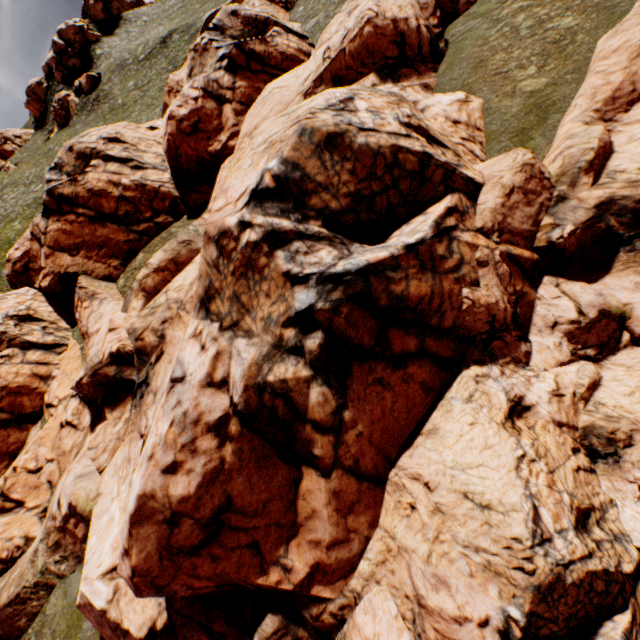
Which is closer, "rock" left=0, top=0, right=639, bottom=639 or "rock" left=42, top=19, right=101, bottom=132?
"rock" left=0, top=0, right=639, bottom=639

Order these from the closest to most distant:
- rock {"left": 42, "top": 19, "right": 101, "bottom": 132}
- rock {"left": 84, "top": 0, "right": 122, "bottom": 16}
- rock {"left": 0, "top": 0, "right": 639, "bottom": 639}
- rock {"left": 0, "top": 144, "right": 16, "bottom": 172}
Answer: rock {"left": 0, "top": 0, "right": 639, "bottom": 639}, rock {"left": 42, "top": 19, "right": 101, "bottom": 132}, rock {"left": 0, "top": 144, "right": 16, "bottom": 172}, rock {"left": 84, "top": 0, "right": 122, "bottom": 16}

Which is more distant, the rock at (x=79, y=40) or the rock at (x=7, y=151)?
the rock at (x=7, y=151)

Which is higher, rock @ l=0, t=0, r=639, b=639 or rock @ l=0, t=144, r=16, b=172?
rock @ l=0, t=144, r=16, b=172

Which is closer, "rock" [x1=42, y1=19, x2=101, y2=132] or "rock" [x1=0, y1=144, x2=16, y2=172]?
"rock" [x1=42, y1=19, x2=101, y2=132]

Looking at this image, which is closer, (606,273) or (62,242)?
(606,273)

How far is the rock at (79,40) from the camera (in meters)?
53.69
